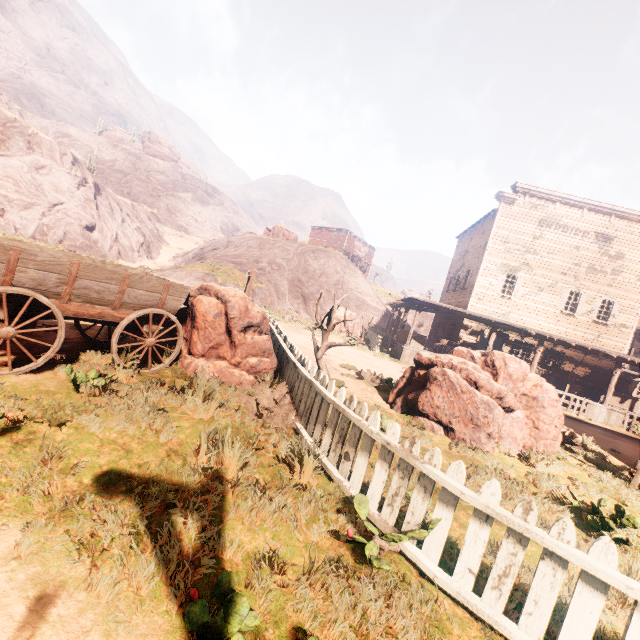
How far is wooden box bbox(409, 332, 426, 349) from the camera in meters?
19.7 m

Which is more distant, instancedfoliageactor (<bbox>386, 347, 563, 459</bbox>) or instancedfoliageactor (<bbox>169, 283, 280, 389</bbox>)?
instancedfoliageactor (<bbox>386, 347, 563, 459</bbox>)

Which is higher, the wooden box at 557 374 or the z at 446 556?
the wooden box at 557 374

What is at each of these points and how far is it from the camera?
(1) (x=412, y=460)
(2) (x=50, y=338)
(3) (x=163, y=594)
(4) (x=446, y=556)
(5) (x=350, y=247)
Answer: (1) fence, 3.0 meters
(2) z, 5.8 meters
(3) z, 2.0 meters
(4) z, 2.9 meters
(5) building, 53.4 meters

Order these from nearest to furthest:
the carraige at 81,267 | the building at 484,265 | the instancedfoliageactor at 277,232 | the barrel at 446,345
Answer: the carraige at 81,267
the building at 484,265
the barrel at 446,345
the instancedfoliageactor at 277,232

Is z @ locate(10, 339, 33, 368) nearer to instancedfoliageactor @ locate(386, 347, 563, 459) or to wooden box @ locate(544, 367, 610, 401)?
instancedfoliageactor @ locate(386, 347, 563, 459)

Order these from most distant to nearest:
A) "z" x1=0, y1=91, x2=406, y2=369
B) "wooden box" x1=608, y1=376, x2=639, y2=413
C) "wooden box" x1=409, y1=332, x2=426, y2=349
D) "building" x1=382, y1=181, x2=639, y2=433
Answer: "z" x1=0, y1=91, x2=406, y2=369 < "wooden box" x1=409, y1=332, x2=426, y2=349 < "wooden box" x1=608, y1=376, x2=639, y2=413 < "building" x1=382, y1=181, x2=639, y2=433

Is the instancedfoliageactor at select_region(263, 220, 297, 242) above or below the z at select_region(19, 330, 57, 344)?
above
